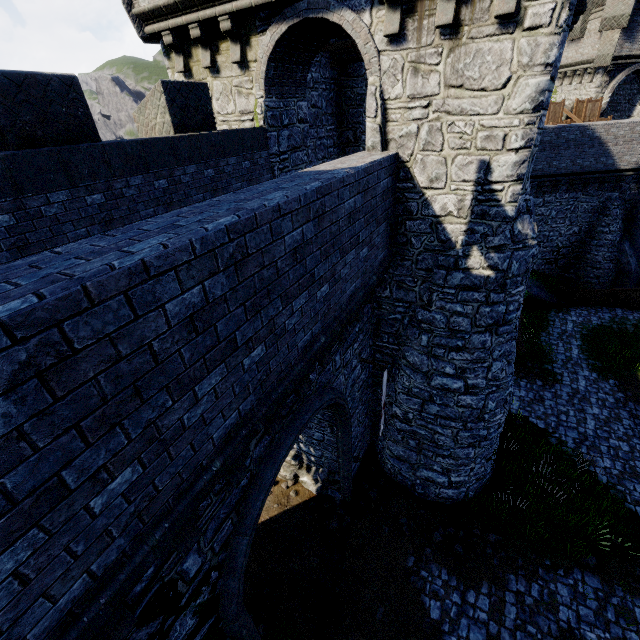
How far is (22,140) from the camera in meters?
4.9 m

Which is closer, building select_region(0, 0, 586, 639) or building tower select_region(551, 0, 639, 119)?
building select_region(0, 0, 586, 639)

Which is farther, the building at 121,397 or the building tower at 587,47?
the building tower at 587,47
